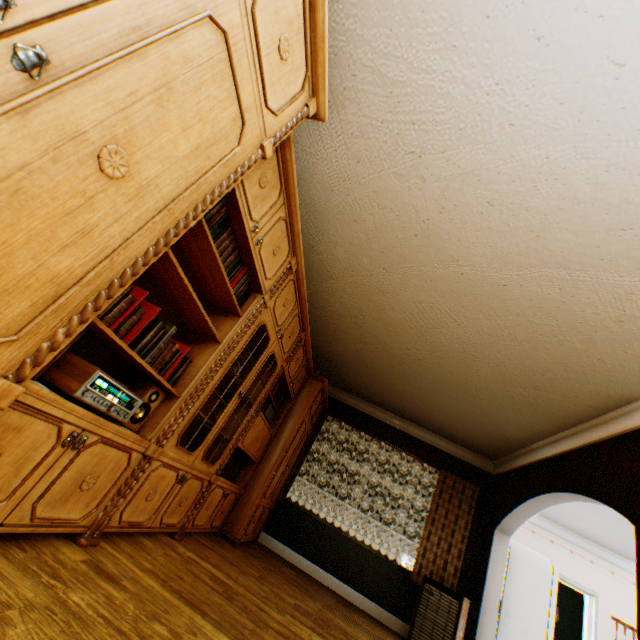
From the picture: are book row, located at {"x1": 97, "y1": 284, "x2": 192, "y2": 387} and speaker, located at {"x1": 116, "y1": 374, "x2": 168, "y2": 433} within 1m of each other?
yes

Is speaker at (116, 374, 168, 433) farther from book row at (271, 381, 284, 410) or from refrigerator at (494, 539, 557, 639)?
refrigerator at (494, 539, 557, 639)

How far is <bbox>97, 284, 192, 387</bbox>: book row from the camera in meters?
1.6

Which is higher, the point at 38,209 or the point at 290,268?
the point at 290,268

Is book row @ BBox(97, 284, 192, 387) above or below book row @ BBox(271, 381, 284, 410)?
below

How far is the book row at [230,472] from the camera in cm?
397

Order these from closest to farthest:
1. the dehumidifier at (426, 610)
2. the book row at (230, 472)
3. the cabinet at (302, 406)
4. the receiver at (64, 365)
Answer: the cabinet at (302, 406) → the receiver at (64, 365) → the book row at (230, 472) → the dehumidifier at (426, 610)

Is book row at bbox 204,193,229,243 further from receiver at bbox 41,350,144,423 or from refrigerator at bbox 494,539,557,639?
refrigerator at bbox 494,539,557,639
